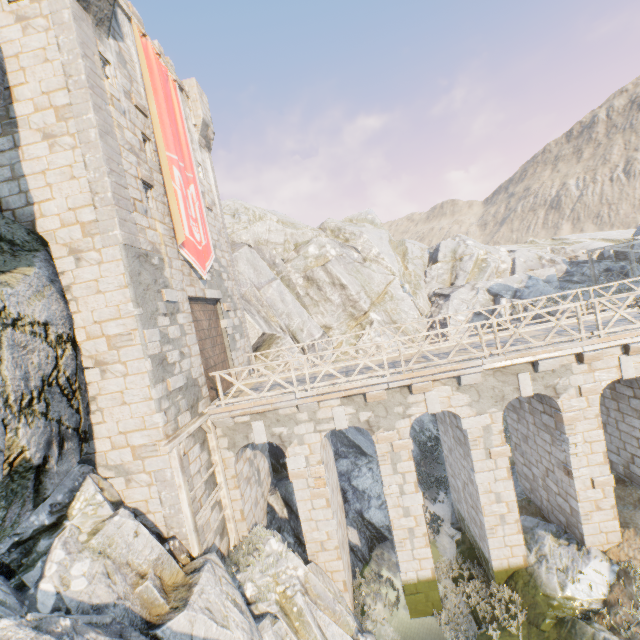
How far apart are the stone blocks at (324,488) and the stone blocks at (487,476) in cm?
476

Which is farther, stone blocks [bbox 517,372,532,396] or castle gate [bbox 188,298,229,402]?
castle gate [bbox 188,298,229,402]

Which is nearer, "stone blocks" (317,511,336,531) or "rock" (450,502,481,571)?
"stone blocks" (317,511,336,531)

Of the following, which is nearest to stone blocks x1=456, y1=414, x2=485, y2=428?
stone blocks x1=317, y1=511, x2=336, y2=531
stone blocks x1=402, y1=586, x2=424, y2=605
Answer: stone blocks x1=317, y1=511, x2=336, y2=531

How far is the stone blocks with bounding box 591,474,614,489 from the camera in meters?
10.2 m

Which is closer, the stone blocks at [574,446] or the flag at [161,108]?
the stone blocks at [574,446]

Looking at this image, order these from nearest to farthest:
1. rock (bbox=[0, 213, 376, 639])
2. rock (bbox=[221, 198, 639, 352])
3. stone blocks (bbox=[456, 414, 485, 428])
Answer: rock (bbox=[0, 213, 376, 639]) → stone blocks (bbox=[456, 414, 485, 428]) → rock (bbox=[221, 198, 639, 352])

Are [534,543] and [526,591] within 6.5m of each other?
yes
